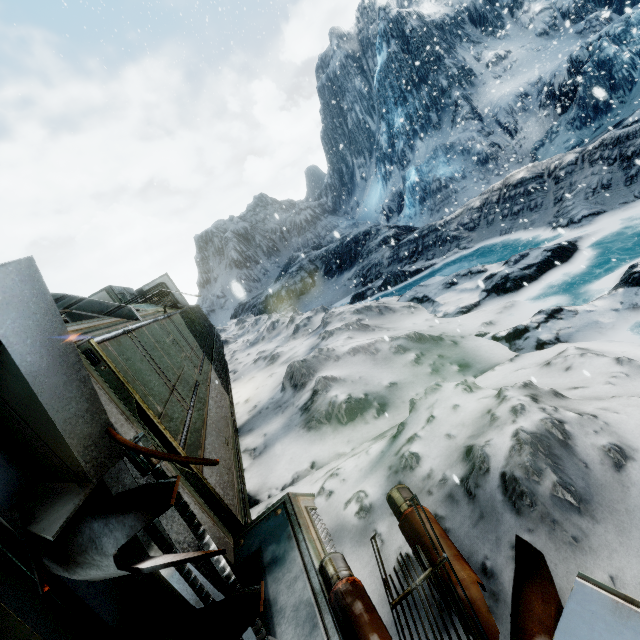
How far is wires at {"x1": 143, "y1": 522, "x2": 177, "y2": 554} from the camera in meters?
1.4

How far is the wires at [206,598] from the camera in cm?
139

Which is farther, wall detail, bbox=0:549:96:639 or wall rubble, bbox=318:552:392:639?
wall rubble, bbox=318:552:392:639

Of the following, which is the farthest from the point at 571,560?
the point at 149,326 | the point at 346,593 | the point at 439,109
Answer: the point at 439,109

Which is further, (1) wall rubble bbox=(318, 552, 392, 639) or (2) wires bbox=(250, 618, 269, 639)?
(1) wall rubble bbox=(318, 552, 392, 639)

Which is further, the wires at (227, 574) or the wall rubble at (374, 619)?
the wall rubble at (374, 619)
